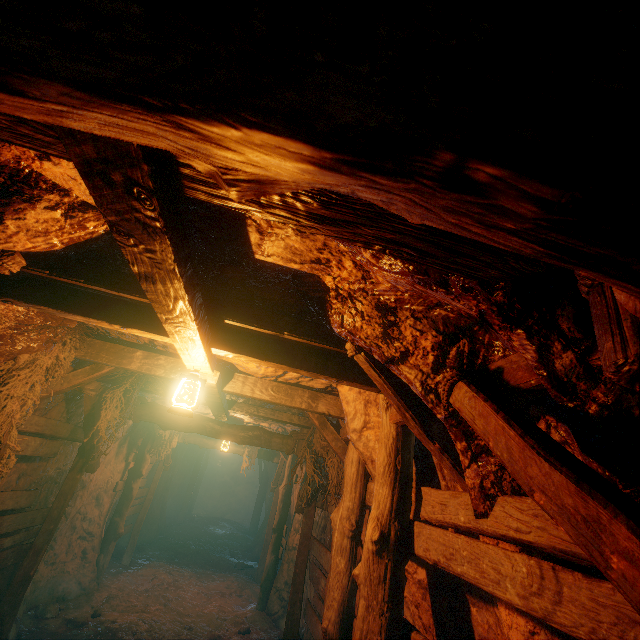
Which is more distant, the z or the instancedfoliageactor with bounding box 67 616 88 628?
the instancedfoliageactor with bounding box 67 616 88 628

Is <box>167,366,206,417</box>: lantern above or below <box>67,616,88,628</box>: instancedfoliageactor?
above

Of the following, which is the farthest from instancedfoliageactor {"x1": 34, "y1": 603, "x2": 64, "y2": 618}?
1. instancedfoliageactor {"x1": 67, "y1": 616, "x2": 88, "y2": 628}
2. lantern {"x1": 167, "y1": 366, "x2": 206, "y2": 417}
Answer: lantern {"x1": 167, "y1": 366, "x2": 206, "y2": 417}

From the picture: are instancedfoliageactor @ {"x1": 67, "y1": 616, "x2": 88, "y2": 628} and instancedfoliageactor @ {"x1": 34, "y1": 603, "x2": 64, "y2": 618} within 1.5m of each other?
yes

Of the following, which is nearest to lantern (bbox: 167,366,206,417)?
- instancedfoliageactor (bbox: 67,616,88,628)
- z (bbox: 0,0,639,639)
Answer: z (bbox: 0,0,639,639)

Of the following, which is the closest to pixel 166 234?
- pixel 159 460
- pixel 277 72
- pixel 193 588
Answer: pixel 277 72

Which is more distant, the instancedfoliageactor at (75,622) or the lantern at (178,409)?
the instancedfoliageactor at (75,622)

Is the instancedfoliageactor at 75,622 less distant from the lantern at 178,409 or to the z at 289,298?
the z at 289,298
